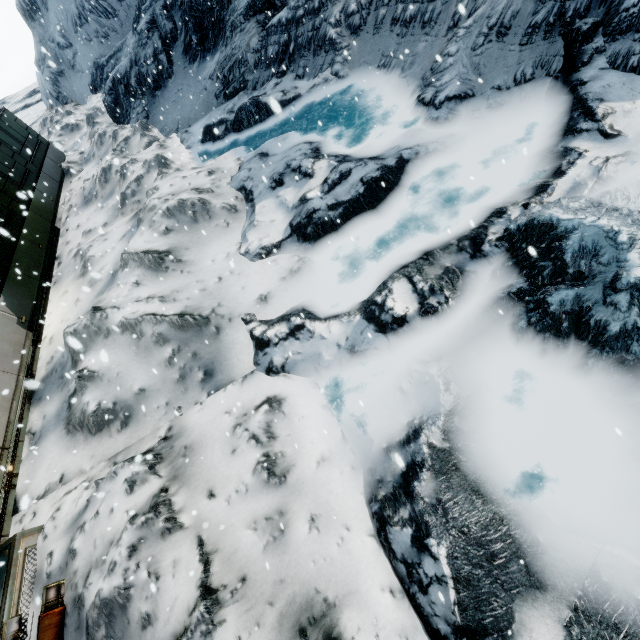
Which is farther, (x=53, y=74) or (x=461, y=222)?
(x=53, y=74)
